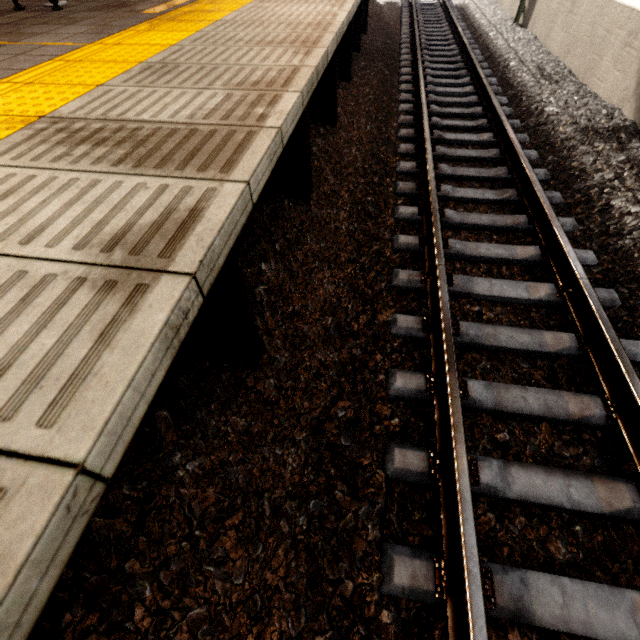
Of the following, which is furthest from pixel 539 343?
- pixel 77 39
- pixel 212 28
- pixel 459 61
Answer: pixel 459 61

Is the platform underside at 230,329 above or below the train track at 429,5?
above

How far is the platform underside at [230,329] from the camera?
1.6 meters

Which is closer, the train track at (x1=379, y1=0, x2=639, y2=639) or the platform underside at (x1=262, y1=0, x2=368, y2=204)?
the train track at (x1=379, y1=0, x2=639, y2=639)

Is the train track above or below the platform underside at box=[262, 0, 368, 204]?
below

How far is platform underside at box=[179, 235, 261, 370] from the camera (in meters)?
1.56

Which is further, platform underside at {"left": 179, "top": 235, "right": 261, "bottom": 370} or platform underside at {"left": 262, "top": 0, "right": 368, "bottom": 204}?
platform underside at {"left": 262, "top": 0, "right": 368, "bottom": 204}
